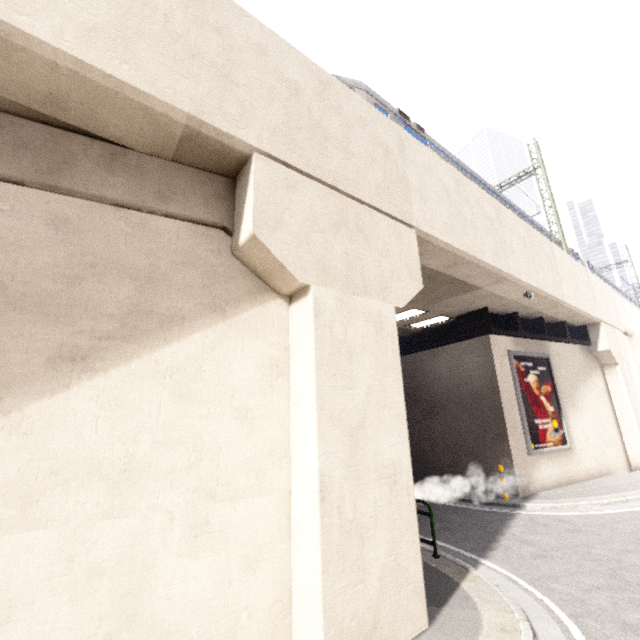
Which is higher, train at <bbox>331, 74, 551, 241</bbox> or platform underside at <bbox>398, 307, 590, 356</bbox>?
train at <bbox>331, 74, 551, 241</bbox>

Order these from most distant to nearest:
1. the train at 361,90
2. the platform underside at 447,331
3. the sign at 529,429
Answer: the platform underside at 447,331, the sign at 529,429, the train at 361,90

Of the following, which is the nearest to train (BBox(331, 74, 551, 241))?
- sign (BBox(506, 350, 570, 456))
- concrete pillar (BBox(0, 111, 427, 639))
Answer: concrete pillar (BBox(0, 111, 427, 639))

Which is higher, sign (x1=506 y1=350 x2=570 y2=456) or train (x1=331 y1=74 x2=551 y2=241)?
train (x1=331 y1=74 x2=551 y2=241)

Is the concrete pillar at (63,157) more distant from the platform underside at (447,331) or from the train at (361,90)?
the platform underside at (447,331)

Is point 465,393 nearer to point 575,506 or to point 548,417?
point 548,417

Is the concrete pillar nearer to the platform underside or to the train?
the train

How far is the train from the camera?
9.85m
